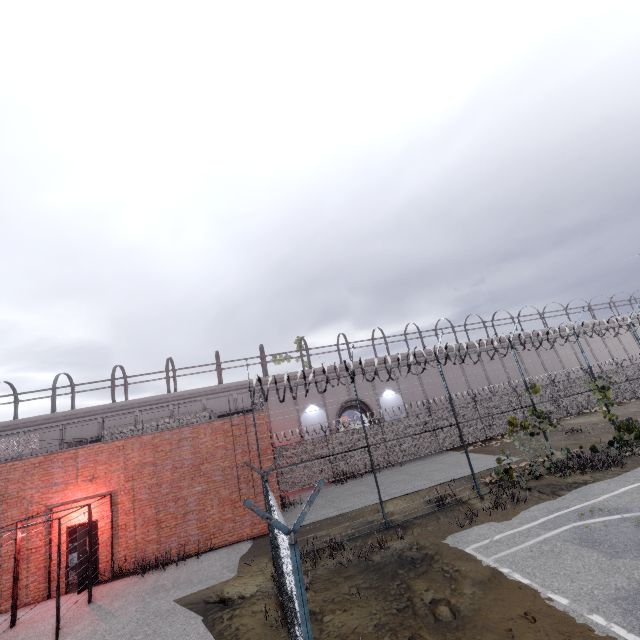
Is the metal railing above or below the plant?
above

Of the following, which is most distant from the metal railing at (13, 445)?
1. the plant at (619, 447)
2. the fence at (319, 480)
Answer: the plant at (619, 447)

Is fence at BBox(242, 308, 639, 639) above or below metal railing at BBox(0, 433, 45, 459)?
below

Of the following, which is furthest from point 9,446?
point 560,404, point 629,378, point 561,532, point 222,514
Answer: point 629,378

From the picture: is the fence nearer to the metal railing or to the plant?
the plant

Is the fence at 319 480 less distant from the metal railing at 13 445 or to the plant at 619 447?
the plant at 619 447
